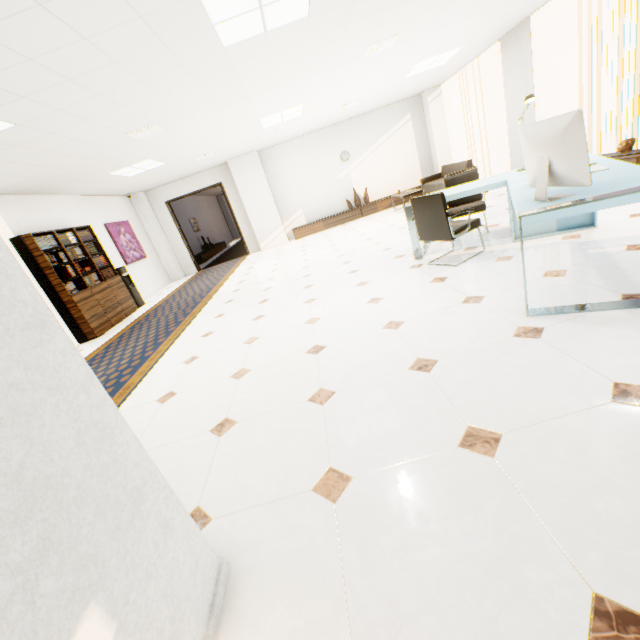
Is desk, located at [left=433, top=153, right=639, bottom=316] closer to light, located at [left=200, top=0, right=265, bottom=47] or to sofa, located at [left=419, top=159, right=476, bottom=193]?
light, located at [left=200, top=0, right=265, bottom=47]

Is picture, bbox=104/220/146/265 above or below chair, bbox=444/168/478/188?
above

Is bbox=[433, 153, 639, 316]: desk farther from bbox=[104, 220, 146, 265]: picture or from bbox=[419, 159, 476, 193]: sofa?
bbox=[104, 220, 146, 265]: picture

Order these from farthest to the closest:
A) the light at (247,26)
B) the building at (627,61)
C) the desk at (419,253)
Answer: the building at (627,61) → the desk at (419,253) → the light at (247,26)

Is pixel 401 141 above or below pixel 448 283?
above

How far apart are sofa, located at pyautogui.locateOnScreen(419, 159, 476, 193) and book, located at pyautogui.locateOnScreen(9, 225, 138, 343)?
8.7 meters

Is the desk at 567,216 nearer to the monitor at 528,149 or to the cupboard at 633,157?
the monitor at 528,149

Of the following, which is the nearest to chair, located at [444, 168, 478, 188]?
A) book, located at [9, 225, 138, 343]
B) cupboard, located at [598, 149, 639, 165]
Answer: cupboard, located at [598, 149, 639, 165]
